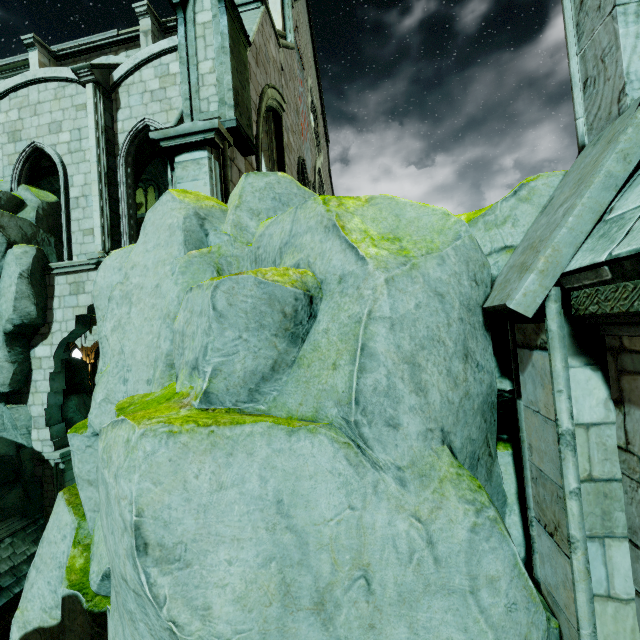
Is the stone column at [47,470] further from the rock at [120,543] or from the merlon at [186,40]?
the merlon at [186,40]

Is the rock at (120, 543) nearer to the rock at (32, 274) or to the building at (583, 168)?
the building at (583, 168)

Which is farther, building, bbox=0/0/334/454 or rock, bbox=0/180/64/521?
rock, bbox=0/180/64/521

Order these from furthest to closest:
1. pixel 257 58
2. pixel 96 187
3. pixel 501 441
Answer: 1. pixel 96 187
2. pixel 257 58
3. pixel 501 441

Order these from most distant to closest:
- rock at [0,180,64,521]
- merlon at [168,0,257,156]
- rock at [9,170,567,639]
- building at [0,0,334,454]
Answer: rock at [0,180,64,521] → building at [0,0,334,454] → merlon at [168,0,257,156] → rock at [9,170,567,639]

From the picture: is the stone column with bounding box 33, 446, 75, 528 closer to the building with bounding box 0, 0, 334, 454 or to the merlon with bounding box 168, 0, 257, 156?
the building with bounding box 0, 0, 334, 454

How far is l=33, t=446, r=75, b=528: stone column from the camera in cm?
1095

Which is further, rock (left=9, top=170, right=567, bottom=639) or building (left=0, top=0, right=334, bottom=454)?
building (left=0, top=0, right=334, bottom=454)
